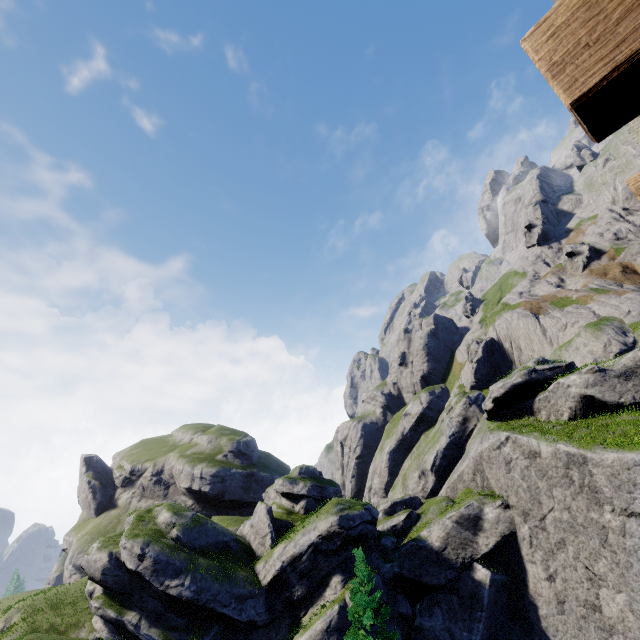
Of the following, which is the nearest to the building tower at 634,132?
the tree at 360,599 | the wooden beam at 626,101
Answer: the wooden beam at 626,101

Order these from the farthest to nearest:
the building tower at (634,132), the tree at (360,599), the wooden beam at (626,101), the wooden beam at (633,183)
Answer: the tree at (360,599)
the building tower at (634,132)
the wooden beam at (633,183)
the wooden beam at (626,101)

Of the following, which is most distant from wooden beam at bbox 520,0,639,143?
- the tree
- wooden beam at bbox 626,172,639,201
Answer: the tree

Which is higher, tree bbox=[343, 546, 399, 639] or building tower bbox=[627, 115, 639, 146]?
building tower bbox=[627, 115, 639, 146]

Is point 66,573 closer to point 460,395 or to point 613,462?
point 460,395

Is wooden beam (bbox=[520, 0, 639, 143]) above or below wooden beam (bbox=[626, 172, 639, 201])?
below

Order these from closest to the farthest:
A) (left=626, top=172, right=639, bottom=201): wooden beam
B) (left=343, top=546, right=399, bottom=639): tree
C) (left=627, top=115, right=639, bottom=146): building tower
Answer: (left=626, top=172, right=639, bottom=201): wooden beam < (left=627, top=115, right=639, bottom=146): building tower < (left=343, top=546, right=399, bottom=639): tree
